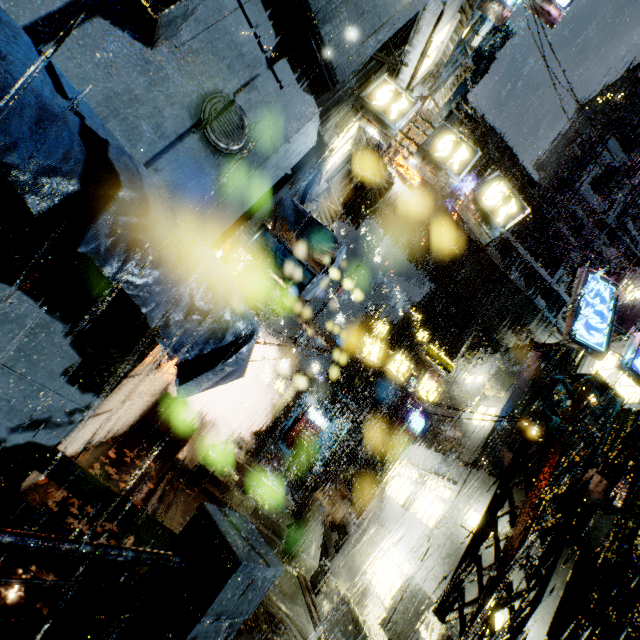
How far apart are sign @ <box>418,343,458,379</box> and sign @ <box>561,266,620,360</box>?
9.6 meters

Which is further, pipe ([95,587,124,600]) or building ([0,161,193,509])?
pipe ([95,587,124,600])

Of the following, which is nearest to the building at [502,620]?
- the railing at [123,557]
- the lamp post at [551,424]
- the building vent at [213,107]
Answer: the building vent at [213,107]

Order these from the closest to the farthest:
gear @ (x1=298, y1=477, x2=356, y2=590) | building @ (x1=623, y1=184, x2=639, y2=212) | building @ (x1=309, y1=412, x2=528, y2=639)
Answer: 1. building @ (x1=309, y1=412, x2=528, y2=639)
2. gear @ (x1=298, y1=477, x2=356, y2=590)
3. building @ (x1=623, y1=184, x2=639, y2=212)

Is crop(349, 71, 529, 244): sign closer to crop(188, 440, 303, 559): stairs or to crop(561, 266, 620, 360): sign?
crop(561, 266, 620, 360): sign

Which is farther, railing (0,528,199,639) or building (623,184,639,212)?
building (623,184,639,212)

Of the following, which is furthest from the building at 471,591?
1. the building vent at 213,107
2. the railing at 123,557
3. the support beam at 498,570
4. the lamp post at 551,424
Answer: the railing at 123,557

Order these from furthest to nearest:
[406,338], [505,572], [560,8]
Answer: [406,338] → [560,8] → [505,572]
